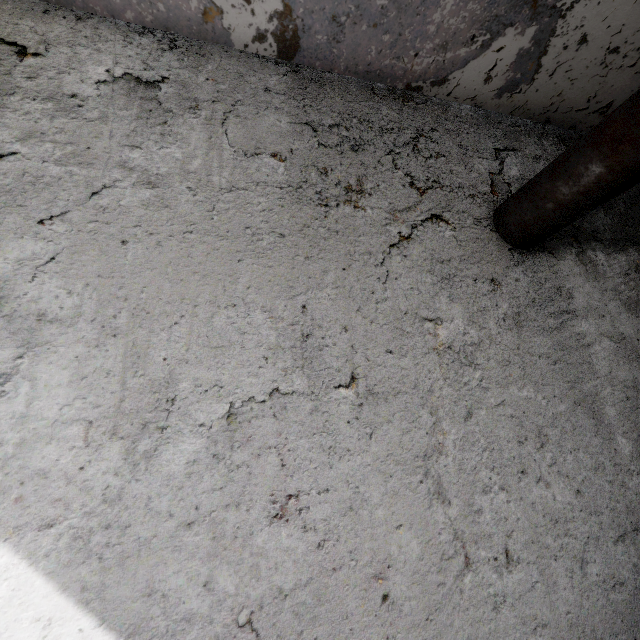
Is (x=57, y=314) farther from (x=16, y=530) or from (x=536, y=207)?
(x=536, y=207)
